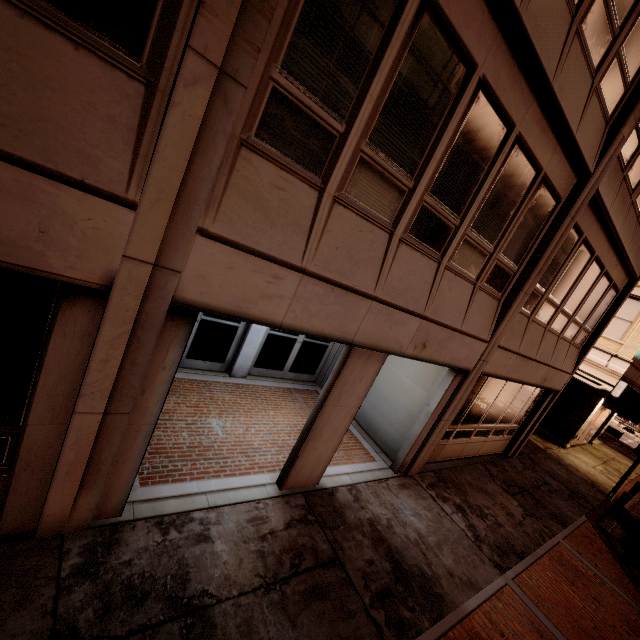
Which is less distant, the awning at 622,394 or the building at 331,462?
the building at 331,462

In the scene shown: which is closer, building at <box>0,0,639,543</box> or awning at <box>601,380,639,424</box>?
building at <box>0,0,639,543</box>

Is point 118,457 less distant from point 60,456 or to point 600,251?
point 60,456
